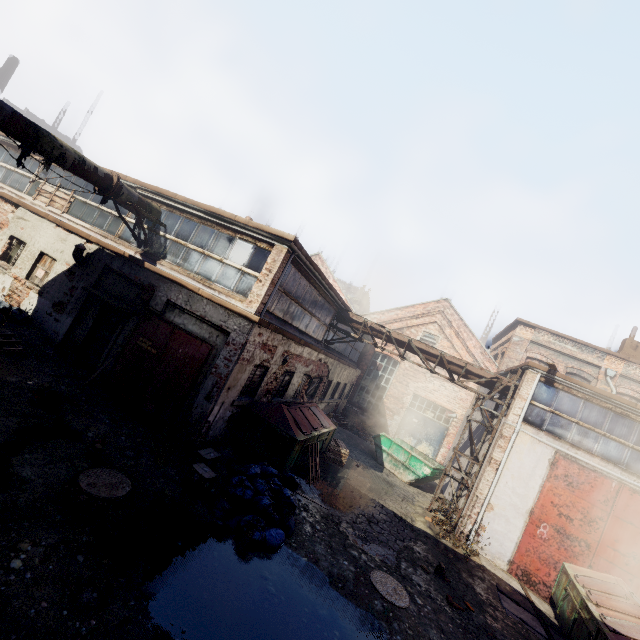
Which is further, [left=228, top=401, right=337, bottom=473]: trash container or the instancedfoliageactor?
[left=228, top=401, right=337, bottom=473]: trash container

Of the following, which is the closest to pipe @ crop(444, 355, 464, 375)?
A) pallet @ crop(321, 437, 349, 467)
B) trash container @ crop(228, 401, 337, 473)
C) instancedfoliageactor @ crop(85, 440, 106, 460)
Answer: trash container @ crop(228, 401, 337, 473)

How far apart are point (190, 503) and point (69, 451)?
2.51m

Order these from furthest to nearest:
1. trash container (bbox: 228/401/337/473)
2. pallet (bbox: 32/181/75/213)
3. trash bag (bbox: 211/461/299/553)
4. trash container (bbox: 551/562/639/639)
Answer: pallet (bbox: 32/181/75/213) < trash container (bbox: 228/401/337/473) < trash container (bbox: 551/562/639/639) < trash bag (bbox: 211/461/299/553)

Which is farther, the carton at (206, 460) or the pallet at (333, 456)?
the pallet at (333, 456)

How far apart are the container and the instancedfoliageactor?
12.97m

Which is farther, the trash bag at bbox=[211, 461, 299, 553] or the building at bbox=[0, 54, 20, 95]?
the building at bbox=[0, 54, 20, 95]

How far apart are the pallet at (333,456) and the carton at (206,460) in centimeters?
657cm
